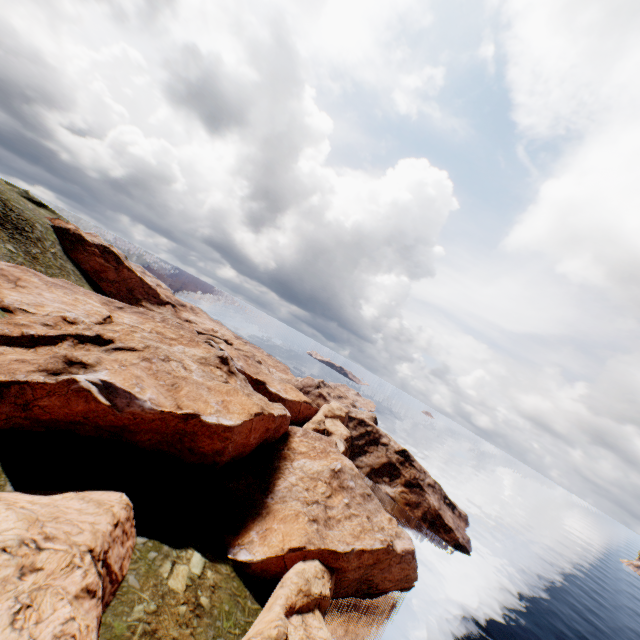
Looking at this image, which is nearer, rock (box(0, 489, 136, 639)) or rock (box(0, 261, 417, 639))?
rock (box(0, 489, 136, 639))

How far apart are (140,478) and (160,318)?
35.5m

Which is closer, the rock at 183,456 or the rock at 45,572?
the rock at 45,572
